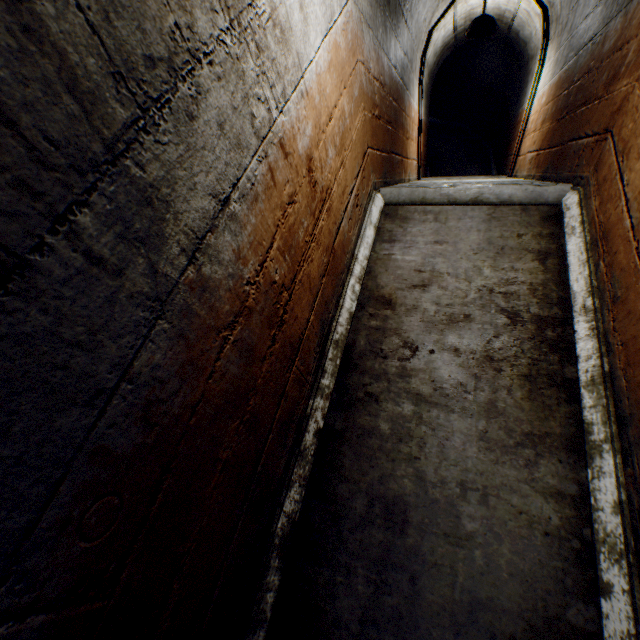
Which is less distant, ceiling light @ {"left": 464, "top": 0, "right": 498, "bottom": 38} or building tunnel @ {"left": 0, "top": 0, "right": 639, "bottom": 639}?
building tunnel @ {"left": 0, "top": 0, "right": 639, "bottom": 639}

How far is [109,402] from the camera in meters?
0.8 m

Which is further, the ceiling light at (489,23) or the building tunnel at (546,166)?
the ceiling light at (489,23)
